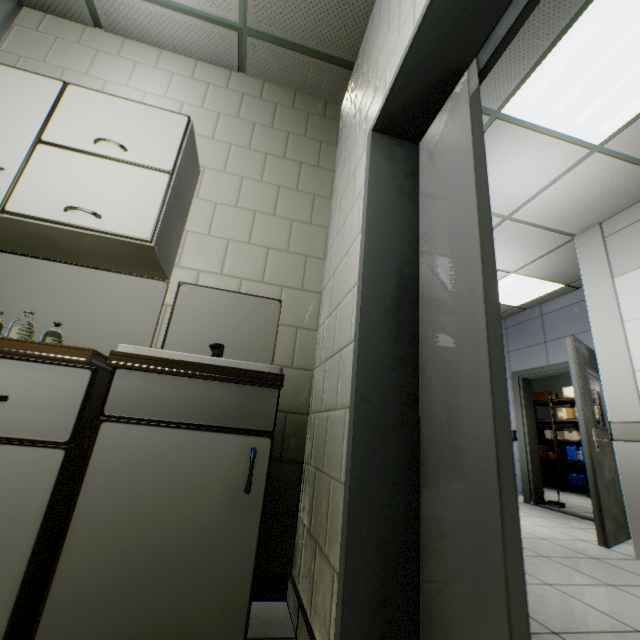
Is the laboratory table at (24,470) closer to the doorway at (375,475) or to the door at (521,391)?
the doorway at (375,475)

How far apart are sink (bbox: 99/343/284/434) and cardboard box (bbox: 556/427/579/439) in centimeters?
911cm

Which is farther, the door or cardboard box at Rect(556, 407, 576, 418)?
cardboard box at Rect(556, 407, 576, 418)

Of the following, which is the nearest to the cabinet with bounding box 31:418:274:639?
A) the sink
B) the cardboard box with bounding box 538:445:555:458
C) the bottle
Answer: the sink

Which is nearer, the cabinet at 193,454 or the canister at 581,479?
the cabinet at 193,454

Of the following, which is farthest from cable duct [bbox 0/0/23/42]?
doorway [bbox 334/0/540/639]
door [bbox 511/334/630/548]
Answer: door [bbox 511/334/630/548]

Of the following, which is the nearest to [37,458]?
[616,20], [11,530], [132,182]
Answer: [11,530]

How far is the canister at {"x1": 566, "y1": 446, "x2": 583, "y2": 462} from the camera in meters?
7.5 m
